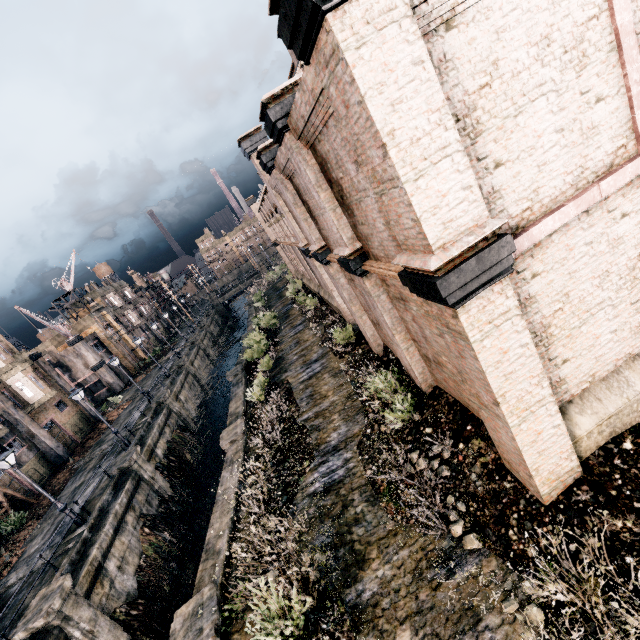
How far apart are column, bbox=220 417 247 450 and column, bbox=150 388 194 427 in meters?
13.8 m

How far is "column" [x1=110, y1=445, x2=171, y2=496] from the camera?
20.72m

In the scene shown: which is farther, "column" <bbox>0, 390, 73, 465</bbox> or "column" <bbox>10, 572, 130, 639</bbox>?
"column" <bbox>0, 390, 73, 465</bbox>

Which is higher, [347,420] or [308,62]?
[308,62]

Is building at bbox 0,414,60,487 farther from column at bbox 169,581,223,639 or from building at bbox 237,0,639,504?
building at bbox 237,0,639,504

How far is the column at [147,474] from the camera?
20.7 meters

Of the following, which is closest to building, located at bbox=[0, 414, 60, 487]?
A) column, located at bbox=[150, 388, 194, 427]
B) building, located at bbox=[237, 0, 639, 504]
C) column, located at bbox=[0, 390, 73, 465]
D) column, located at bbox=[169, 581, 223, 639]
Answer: column, located at bbox=[0, 390, 73, 465]

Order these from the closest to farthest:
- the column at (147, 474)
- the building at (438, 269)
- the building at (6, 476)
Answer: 1. the building at (438, 269)
2. the column at (147, 474)
3. the building at (6, 476)
